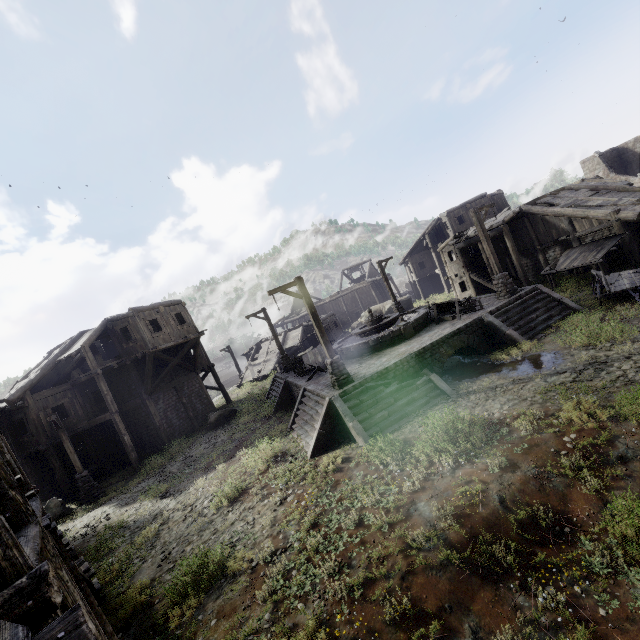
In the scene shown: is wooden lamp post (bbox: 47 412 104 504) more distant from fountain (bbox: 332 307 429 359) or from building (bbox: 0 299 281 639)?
fountain (bbox: 332 307 429 359)

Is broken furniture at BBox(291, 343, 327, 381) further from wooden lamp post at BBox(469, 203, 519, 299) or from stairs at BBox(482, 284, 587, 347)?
wooden lamp post at BBox(469, 203, 519, 299)

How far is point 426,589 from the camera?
5.35m

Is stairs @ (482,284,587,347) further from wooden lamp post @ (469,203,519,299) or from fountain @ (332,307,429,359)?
fountain @ (332,307,429,359)

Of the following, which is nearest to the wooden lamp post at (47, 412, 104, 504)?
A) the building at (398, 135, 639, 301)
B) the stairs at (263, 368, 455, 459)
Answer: the building at (398, 135, 639, 301)

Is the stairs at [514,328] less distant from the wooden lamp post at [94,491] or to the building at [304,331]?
the building at [304,331]

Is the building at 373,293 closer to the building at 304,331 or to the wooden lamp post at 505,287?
the building at 304,331

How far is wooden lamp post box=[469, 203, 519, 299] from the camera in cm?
1600
